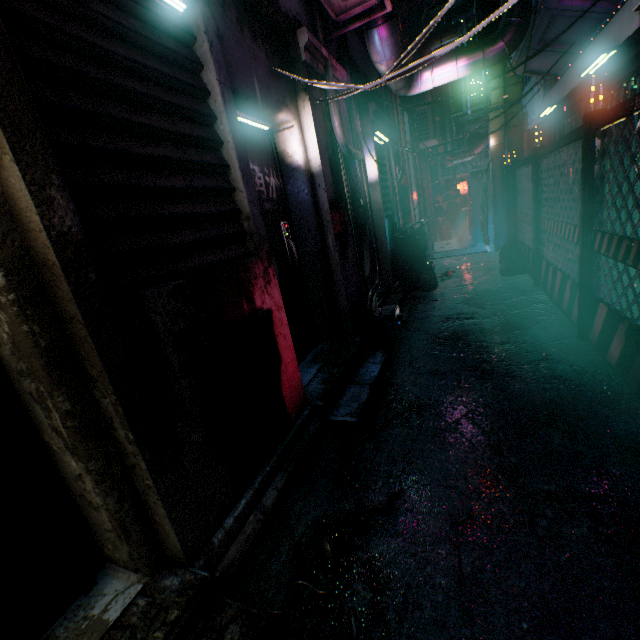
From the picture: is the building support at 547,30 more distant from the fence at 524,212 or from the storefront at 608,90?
the fence at 524,212

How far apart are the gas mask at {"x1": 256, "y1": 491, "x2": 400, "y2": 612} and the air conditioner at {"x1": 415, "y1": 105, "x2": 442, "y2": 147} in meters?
→ 9.7 m

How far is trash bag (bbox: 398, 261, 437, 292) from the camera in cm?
550

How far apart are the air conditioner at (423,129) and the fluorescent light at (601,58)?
5.6m

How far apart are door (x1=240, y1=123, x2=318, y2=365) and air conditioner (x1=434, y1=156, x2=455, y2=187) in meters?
11.1

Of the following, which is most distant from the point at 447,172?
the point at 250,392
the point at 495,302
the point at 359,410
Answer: the point at 250,392

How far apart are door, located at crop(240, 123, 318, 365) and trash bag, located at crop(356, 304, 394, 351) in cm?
48

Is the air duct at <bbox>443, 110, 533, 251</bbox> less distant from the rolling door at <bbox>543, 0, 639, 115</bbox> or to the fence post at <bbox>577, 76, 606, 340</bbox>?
the rolling door at <bbox>543, 0, 639, 115</bbox>
